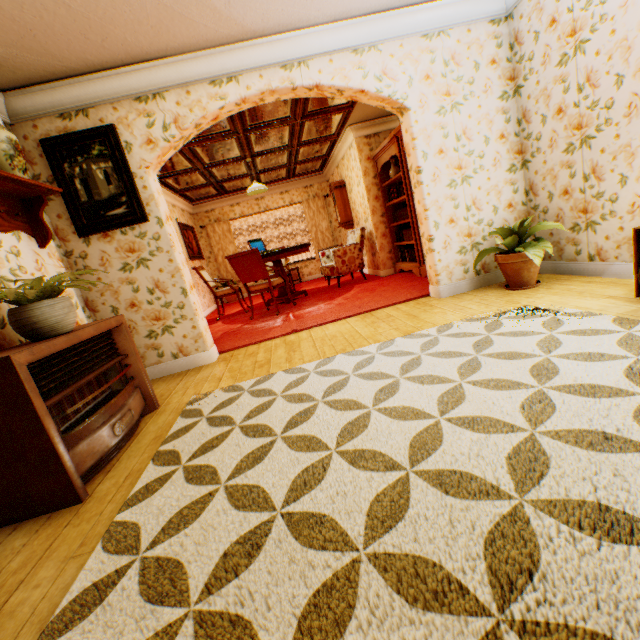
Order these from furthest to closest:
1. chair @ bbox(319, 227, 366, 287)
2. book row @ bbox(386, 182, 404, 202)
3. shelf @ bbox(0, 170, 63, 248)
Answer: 1. chair @ bbox(319, 227, 366, 287)
2. book row @ bbox(386, 182, 404, 202)
3. shelf @ bbox(0, 170, 63, 248)

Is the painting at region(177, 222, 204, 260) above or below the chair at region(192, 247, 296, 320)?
above

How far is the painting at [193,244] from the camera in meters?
8.2 m

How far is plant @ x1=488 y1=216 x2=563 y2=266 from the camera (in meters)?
3.37

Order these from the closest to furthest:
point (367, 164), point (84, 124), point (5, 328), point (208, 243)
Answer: point (5, 328)
point (84, 124)
point (367, 164)
point (208, 243)

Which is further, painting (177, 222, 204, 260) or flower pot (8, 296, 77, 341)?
painting (177, 222, 204, 260)

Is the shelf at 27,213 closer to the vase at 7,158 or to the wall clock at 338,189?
the vase at 7,158

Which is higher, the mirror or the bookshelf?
the mirror
